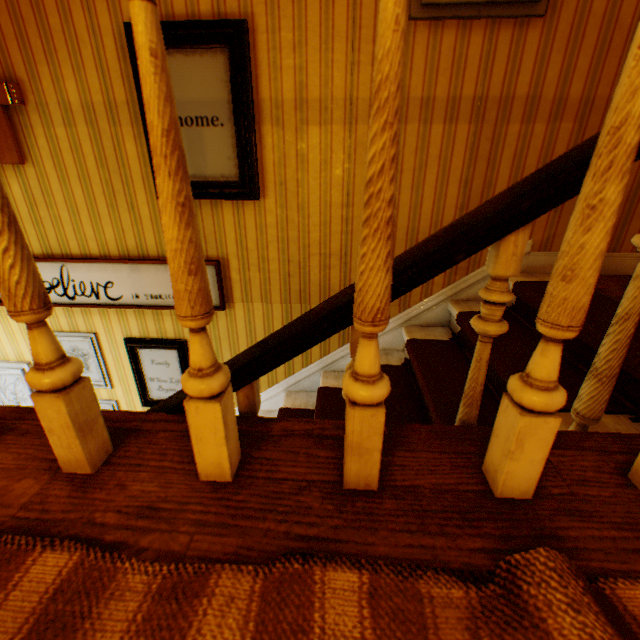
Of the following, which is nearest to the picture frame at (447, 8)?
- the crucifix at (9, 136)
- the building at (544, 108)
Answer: the building at (544, 108)

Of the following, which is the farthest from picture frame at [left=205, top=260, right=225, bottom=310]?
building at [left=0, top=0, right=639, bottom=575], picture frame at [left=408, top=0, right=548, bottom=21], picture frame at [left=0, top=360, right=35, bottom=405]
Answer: picture frame at [left=408, top=0, right=548, bottom=21]

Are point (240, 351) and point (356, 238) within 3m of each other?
yes

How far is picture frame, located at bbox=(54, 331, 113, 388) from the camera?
2.9 meters

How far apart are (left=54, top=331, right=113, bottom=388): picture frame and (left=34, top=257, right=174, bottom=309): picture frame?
0.3 meters

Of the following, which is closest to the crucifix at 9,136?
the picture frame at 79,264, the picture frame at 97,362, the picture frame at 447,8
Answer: the picture frame at 79,264

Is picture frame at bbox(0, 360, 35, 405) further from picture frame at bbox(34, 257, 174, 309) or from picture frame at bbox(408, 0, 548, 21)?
picture frame at bbox(408, 0, 548, 21)

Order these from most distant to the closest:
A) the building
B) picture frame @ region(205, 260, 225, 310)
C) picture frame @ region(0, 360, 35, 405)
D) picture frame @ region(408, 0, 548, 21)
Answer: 1. picture frame @ region(0, 360, 35, 405)
2. picture frame @ region(205, 260, 225, 310)
3. picture frame @ region(408, 0, 548, 21)
4. the building
